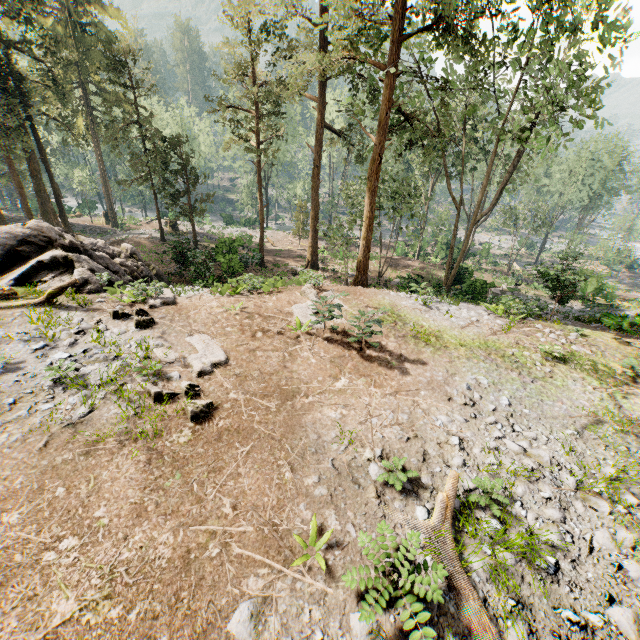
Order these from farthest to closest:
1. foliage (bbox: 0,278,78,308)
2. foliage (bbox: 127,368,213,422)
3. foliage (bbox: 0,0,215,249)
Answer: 1. foliage (bbox: 0,0,215,249)
2. foliage (bbox: 0,278,78,308)
3. foliage (bbox: 127,368,213,422)

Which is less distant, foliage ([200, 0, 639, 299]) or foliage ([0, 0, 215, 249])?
foliage ([200, 0, 639, 299])

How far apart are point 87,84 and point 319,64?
32.0m

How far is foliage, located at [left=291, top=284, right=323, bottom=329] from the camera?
11.63m

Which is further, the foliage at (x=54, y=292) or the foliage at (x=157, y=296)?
the foliage at (x=157, y=296)
